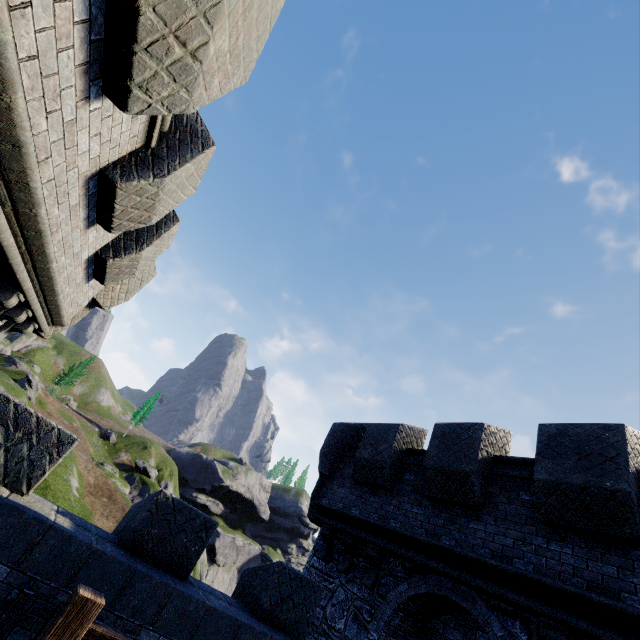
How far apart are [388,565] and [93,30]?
10.4 meters

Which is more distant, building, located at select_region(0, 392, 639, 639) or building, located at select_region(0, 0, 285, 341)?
building, located at select_region(0, 392, 639, 639)

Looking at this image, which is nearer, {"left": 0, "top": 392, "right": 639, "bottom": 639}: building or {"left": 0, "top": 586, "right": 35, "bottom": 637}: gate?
{"left": 0, "top": 586, "right": 35, "bottom": 637}: gate

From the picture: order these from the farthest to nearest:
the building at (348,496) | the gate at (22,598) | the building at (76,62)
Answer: the building at (348,496) < the gate at (22,598) < the building at (76,62)

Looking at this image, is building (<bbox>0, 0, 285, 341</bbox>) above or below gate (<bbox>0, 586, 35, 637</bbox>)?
above

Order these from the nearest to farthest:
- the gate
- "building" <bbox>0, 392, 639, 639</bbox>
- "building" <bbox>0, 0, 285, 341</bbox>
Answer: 1. "building" <bbox>0, 0, 285, 341</bbox>
2. the gate
3. "building" <bbox>0, 392, 639, 639</bbox>

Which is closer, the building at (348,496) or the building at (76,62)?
the building at (76,62)
